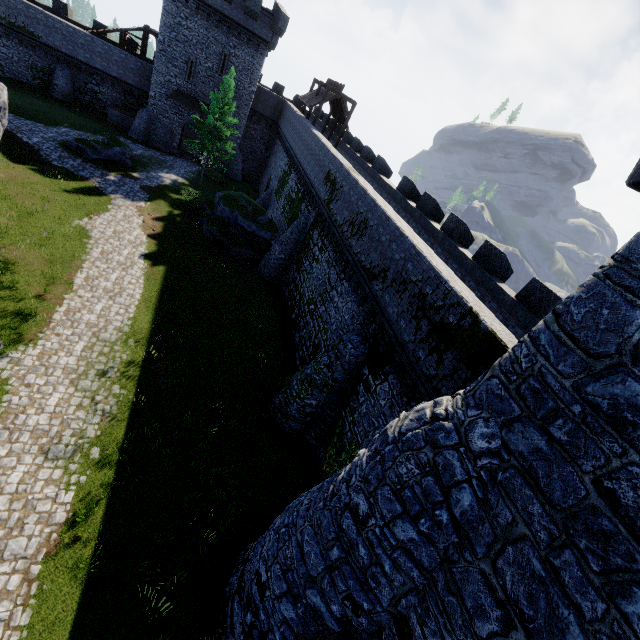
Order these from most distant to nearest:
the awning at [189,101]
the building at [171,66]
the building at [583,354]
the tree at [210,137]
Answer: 1. the awning at [189,101]
2. the building at [171,66]
3. the tree at [210,137]
4. the building at [583,354]

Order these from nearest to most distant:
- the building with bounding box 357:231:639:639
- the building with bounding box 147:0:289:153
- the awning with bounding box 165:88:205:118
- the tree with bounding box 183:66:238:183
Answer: the building with bounding box 357:231:639:639
the tree with bounding box 183:66:238:183
the building with bounding box 147:0:289:153
the awning with bounding box 165:88:205:118

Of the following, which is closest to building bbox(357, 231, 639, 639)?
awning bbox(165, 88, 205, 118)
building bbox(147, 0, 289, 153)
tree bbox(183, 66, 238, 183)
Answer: tree bbox(183, 66, 238, 183)

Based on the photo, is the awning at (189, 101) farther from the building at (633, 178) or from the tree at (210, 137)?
the building at (633, 178)

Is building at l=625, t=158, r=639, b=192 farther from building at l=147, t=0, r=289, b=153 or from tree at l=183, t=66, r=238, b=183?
building at l=147, t=0, r=289, b=153

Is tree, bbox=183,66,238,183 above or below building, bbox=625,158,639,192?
below

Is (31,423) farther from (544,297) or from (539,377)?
(544,297)
